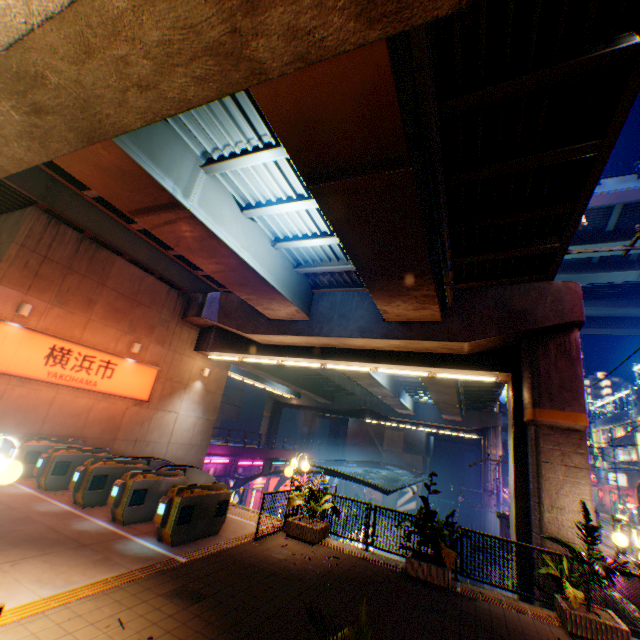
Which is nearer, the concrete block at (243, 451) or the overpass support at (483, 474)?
the concrete block at (243, 451)

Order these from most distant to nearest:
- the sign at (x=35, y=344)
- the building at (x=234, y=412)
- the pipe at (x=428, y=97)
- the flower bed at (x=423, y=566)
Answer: Result:
the building at (x=234, y=412)
the sign at (x=35, y=344)
the flower bed at (x=423, y=566)
the pipe at (x=428, y=97)

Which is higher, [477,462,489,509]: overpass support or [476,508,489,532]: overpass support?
[477,462,489,509]: overpass support

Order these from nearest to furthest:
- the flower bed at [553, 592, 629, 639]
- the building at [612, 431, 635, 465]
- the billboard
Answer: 1. the flower bed at [553, 592, 629, 639]
2. the building at [612, 431, 635, 465]
3. the billboard

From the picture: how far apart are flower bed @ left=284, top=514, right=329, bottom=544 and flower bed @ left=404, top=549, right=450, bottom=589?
2.5m

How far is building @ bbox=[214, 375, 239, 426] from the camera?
55.6 meters

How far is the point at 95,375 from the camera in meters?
13.1 m

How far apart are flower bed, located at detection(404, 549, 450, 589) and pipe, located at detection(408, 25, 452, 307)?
7.65m
